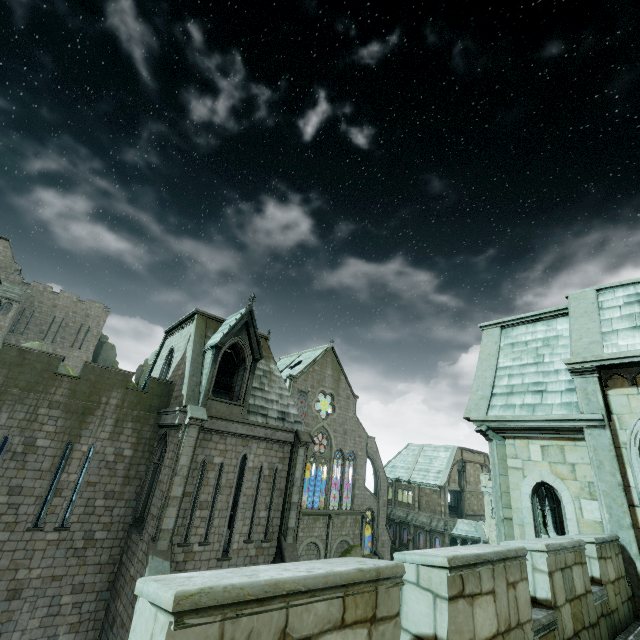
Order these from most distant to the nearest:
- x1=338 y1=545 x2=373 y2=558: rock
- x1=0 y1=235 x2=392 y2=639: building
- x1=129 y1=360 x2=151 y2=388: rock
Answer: x1=129 y1=360 x2=151 y2=388: rock
x1=338 y1=545 x2=373 y2=558: rock
x1=0 y1=235 x2=392 y2=639: building

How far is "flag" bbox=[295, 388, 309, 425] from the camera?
38.6 meters

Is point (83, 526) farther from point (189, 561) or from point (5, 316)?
point (5, 316)

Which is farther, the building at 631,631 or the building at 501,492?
the building at 501,492

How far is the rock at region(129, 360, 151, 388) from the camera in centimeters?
4997cm

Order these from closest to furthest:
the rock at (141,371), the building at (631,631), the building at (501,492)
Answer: the building at (631,631), the building at (501,492), the rock at (141,371)
